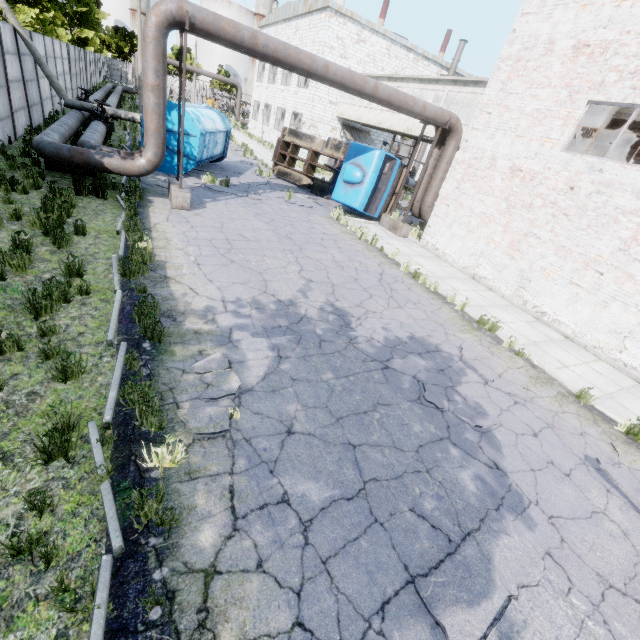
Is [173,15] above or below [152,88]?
above

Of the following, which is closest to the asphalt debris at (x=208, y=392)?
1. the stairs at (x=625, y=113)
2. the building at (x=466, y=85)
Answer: the stairs at (x=625, y=113)

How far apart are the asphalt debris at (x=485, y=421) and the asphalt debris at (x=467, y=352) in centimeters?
102cm

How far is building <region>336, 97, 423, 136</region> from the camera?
20.9m

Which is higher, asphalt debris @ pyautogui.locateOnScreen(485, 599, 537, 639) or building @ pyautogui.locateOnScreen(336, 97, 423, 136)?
building @ pyautogui.locateOnScreen(336, 97, 423, 136)

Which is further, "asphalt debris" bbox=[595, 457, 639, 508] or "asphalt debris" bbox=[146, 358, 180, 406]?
"asphalt debris" bbox=[595, 457, 639, 508]

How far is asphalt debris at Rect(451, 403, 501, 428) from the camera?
5.5 meters

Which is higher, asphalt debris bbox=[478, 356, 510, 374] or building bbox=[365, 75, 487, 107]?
building bbox=[365, 75, 487, 107]
